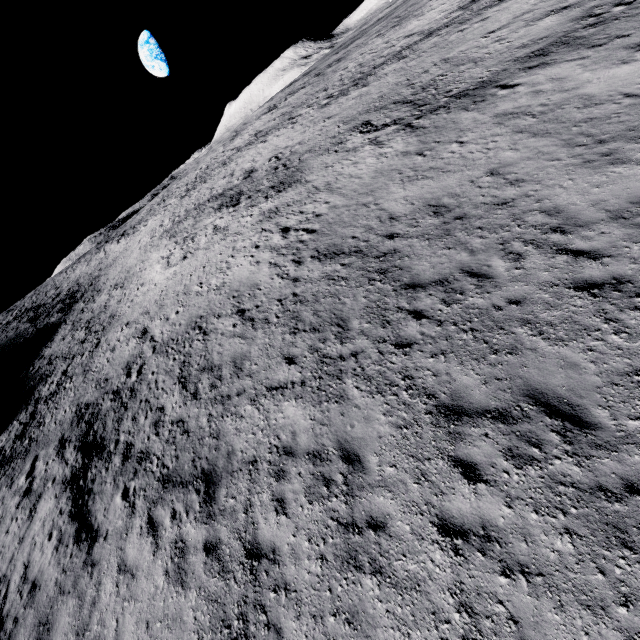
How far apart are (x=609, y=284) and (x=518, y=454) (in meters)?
4.27
